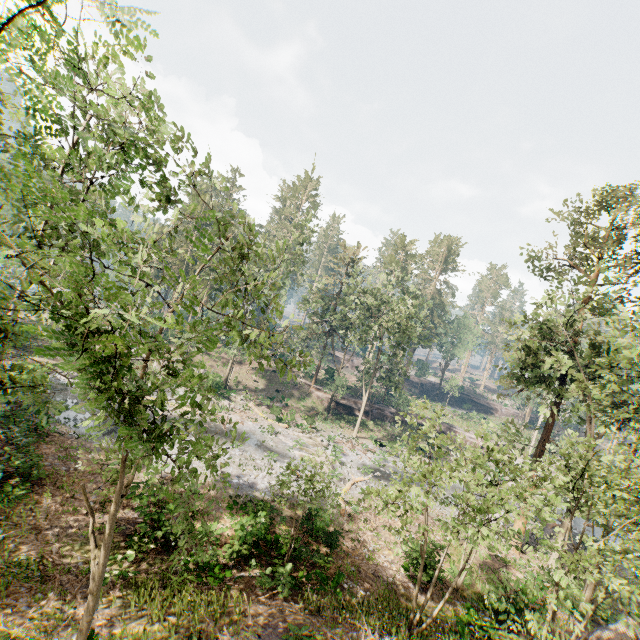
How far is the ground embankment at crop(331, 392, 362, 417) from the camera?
43.88m

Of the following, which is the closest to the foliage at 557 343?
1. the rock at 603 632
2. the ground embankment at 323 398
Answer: the ground embankment at 323 398

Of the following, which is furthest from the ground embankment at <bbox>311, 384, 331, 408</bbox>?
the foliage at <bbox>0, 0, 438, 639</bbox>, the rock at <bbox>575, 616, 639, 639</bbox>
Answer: the rock at <bbox>575, 616, 639, 639</bbox>

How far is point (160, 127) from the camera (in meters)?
12.45

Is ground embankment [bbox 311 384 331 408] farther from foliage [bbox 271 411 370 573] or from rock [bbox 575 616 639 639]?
rock [bbox 575 616 639 639]

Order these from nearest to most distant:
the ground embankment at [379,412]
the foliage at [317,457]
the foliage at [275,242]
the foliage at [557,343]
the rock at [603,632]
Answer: the foliage at [275,242]
the foliage at [557,343]
the rock at [603,632]
the foliage at [317,457]
the ground embankment at [379,412]
